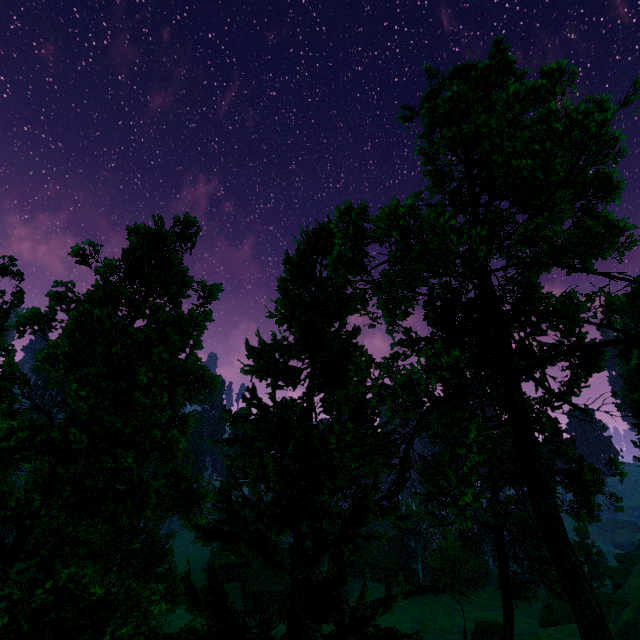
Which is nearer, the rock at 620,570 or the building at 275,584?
the rock at 620,570

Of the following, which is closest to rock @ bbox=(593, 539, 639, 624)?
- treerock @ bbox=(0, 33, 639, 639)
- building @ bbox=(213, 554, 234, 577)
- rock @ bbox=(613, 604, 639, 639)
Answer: rock @ bbox=(613, 604, 639, 639)

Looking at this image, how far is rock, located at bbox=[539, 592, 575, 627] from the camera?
40.7m

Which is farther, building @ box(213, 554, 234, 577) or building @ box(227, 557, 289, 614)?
building @ box(213, 554, 234, 577)

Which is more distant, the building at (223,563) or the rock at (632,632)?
the building at (223,563)

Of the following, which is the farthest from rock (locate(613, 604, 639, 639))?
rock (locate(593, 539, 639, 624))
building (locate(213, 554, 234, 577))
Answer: building (locate(213, 554, 234, 577))

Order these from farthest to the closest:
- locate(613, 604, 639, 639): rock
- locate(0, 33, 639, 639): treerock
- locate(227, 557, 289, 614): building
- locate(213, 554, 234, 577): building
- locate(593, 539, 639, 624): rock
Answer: locate(213, 554, 234, 577): building
locate(227, 557, 289, 614): building
locate(593, 539, 639, 624): rock
locate(613, 604, 639, 639): rock
locate(0, 33, 639, 639): treerock

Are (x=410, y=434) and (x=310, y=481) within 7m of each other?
yes
